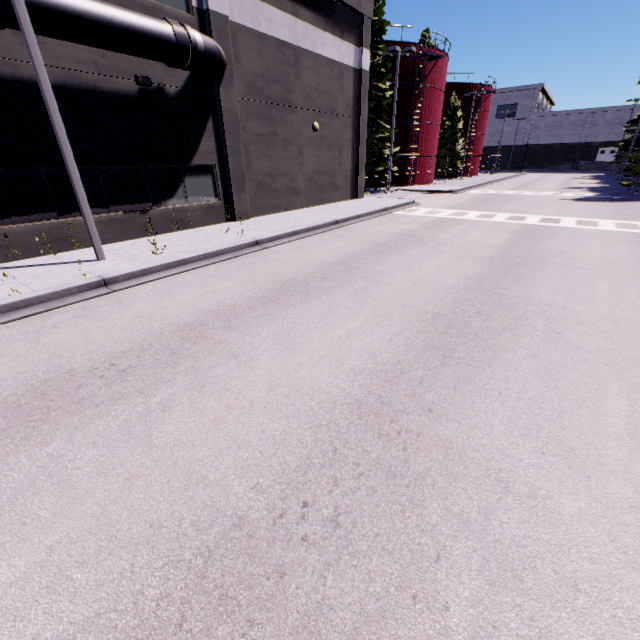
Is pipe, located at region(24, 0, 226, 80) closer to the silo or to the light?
the light

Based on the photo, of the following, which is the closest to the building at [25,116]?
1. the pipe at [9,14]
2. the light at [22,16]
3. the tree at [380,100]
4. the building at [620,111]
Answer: the pipe at [9,14]

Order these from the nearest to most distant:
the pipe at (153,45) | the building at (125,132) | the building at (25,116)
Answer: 1. the pipe at (153,45)
2. the building at (25,116)
3. the building at (125,132)

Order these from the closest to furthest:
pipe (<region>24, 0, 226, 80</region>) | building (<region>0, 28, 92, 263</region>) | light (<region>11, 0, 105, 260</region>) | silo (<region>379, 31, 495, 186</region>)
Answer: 1. light (<region>11, 0, 105, 260</region>)
2. pipe (<region>24, 0, 226, 80</region>)
3. building (<region>0, 28, 92, 263</region>)
4. silo (<region>379, 31, 495, 186</region>)

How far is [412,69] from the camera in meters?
30.3 m

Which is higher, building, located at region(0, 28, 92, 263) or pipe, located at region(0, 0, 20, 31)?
pipe, located at region(0, 0, 20, 31)

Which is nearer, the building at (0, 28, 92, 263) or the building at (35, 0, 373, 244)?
the building at (0, 28, 92, 263)

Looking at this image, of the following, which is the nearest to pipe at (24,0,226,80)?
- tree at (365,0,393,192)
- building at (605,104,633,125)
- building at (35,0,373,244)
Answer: building at (35,0,373,244)
